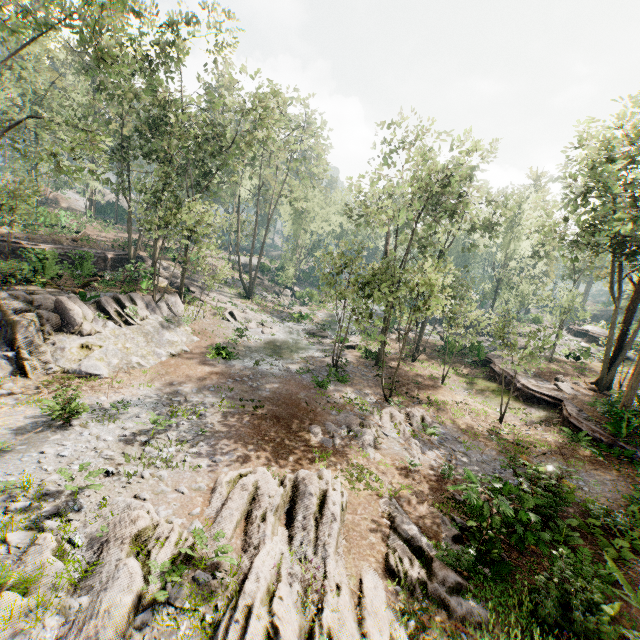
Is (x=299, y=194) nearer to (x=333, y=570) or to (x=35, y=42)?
(x=35, y=42)

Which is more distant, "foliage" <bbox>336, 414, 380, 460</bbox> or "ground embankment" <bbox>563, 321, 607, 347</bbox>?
"ground embankment" <bbox>563, 321, 607, 347</bbox>

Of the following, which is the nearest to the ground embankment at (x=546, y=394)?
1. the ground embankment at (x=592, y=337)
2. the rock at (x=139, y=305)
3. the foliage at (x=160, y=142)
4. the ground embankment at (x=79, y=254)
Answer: the foliage at (x=160, y=142)

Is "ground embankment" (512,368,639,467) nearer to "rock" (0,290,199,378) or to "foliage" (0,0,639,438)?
"foliage" (0,0,639,438)

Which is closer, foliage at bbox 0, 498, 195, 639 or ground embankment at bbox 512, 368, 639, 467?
foliage at bbox 0, 498, 195, 639

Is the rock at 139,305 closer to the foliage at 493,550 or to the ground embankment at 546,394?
the foliage at 493,550

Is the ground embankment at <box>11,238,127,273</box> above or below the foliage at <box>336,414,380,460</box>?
above
